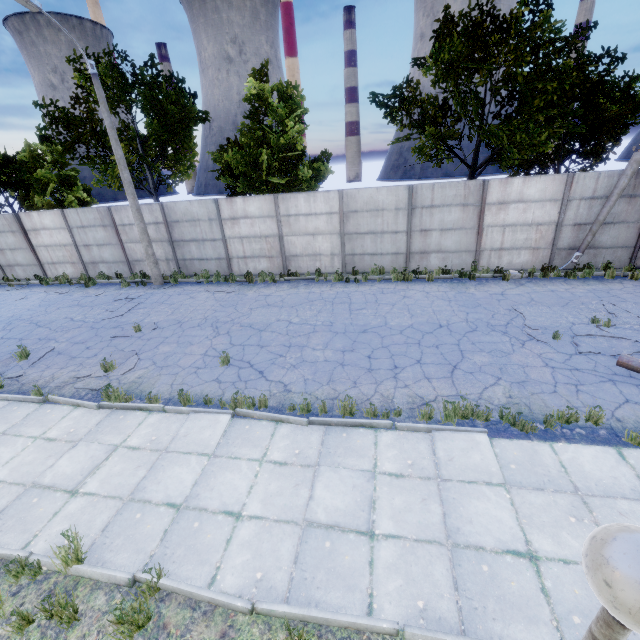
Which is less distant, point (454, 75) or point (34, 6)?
point (34, 6)

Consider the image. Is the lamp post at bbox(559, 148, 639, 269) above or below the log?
above

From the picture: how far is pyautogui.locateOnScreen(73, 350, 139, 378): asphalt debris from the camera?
8.8 meters

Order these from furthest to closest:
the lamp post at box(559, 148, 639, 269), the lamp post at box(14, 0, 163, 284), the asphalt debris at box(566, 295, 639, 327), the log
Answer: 1. the lamp post at box(559, 148, 639, 269)
2. the lamp post at box(14, 0, 163, 284)
3. the asphalt debris at box(566, 295, 639, 327)
4. the log

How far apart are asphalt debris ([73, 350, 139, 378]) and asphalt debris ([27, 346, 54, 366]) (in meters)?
1.52

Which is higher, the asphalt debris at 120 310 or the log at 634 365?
the log at 634 365

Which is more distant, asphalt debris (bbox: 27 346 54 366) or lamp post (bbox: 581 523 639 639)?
asphalt debris (bbox: 27 346 54 366)

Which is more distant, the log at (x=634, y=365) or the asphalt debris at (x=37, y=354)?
the asphalt debris at (x=37, y=354)
